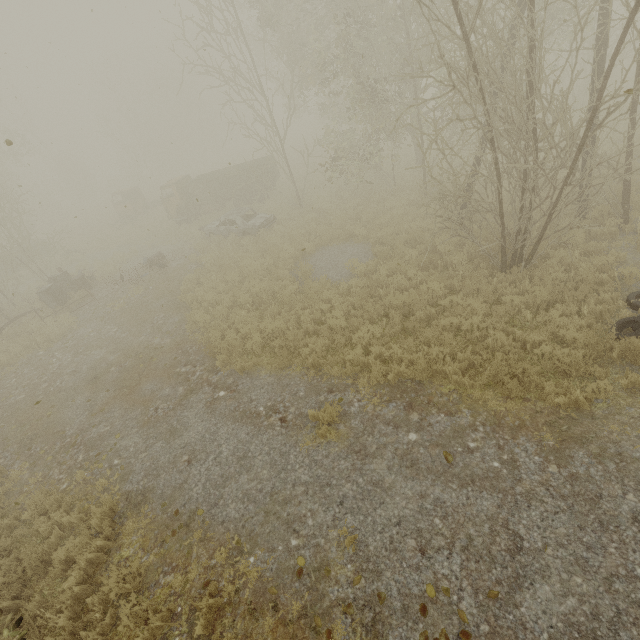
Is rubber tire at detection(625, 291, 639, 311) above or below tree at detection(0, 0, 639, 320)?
below

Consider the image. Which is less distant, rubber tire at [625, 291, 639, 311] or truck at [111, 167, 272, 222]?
rubber tire at [625, 291, 639, 311]

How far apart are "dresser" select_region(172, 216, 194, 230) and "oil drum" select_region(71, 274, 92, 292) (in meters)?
7.06

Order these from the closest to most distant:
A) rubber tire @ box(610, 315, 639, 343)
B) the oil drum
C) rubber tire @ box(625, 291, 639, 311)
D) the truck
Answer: rubber tire @ box(610, 315, 639, 343)
rubber tire @ box(625, 291, 639, 311)
the oil drum
the truck

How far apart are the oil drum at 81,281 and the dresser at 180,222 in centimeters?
706cm

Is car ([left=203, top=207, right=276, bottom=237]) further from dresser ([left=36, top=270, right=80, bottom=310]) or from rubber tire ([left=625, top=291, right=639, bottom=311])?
rubber tire ([left=625, top=291, right=639, bottom=311])

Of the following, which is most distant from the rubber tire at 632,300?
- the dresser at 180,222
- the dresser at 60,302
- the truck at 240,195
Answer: the dresser at 180,222

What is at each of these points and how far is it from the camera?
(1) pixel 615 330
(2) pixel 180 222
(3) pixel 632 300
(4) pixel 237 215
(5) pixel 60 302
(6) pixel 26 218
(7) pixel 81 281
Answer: (1) rubber tire, 6.5m
(2) dresser, 22.5m
(3) rubber tire, 7.0m
(4) car, 17.2m
(5) dresser, 15.8m
(6) tree, 28.3m
(7) oil drum, 17.2m
